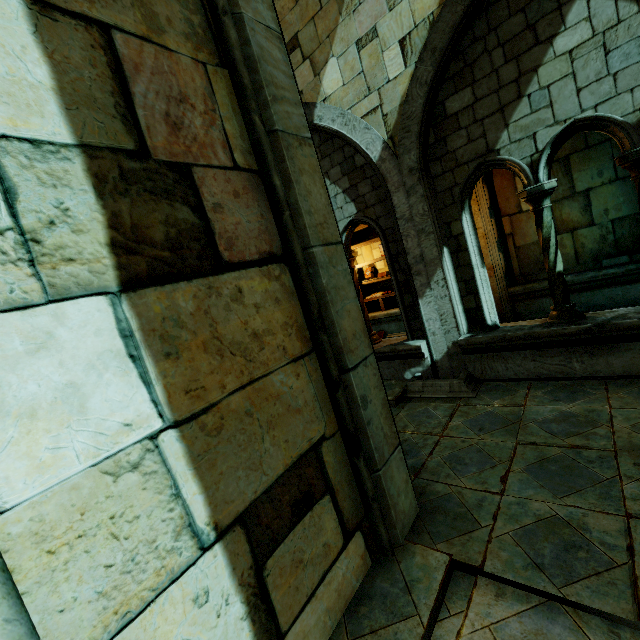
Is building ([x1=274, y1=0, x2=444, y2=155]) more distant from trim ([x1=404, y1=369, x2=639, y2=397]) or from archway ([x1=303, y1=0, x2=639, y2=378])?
trim ([x1=404, y1=369, x2=639, y2=397])

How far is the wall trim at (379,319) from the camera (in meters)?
9.50

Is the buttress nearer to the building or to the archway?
the building

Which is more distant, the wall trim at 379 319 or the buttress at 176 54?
the wall trim at 379 319

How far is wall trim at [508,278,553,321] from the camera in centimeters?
712cm

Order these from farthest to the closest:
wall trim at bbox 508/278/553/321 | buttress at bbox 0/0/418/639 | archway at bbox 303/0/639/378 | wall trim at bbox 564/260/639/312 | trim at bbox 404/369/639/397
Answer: wall trim at bbox 508/278/553/321
wall trim at bbox 564/260/639/312
trim at bbox 404/369/639/397
archway at bbox 303/0/639/378
buttress at bbox 0/0/418/639

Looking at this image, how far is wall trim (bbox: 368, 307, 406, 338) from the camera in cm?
950

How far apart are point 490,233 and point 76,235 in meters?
7.9
